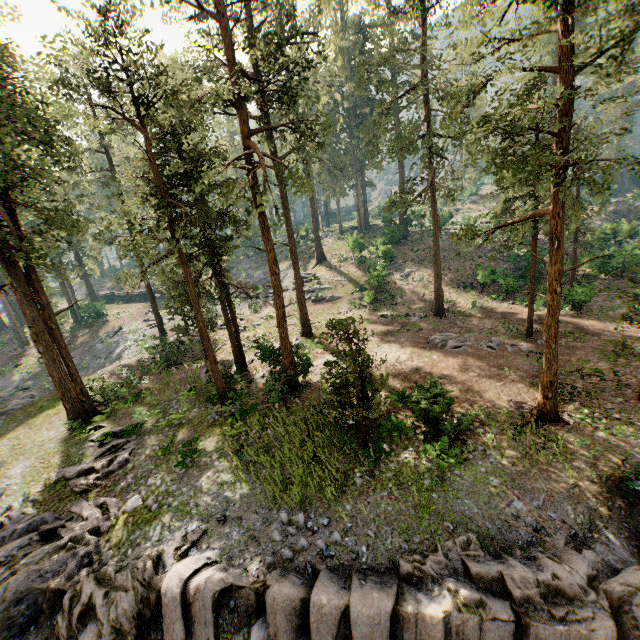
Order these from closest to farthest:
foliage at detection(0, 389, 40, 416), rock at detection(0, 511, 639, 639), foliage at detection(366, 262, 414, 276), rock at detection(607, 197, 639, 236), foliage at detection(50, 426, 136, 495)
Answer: rock at detection(0, 511, 639, 639) → foliage at detection(50, 426, 136, 495) → foliage at detection(0, 389, 40, 416) → foliage at detection(366, 262, 414, 276) → rock at detection(607, 197, 639, 236)

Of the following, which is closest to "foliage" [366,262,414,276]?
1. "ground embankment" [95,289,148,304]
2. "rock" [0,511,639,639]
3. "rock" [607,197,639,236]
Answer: "rock" [0,511,639,639]

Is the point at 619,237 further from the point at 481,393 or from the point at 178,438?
the point at 178,438

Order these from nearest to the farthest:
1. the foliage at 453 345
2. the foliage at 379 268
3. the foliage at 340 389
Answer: the foliage at 340 389
the foliage at 453 345
the foliage at 379 268

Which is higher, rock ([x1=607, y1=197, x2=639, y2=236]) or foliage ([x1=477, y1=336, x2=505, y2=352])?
rock ([x1=607, y1=197, x2=639, y2=236])

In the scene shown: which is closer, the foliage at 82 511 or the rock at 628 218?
the foliage at 82 511

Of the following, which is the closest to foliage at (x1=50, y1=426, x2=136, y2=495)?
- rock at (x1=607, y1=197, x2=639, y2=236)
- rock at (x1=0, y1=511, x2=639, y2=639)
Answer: rock at (x1=0, y1=511, x2=639, y2=639)
